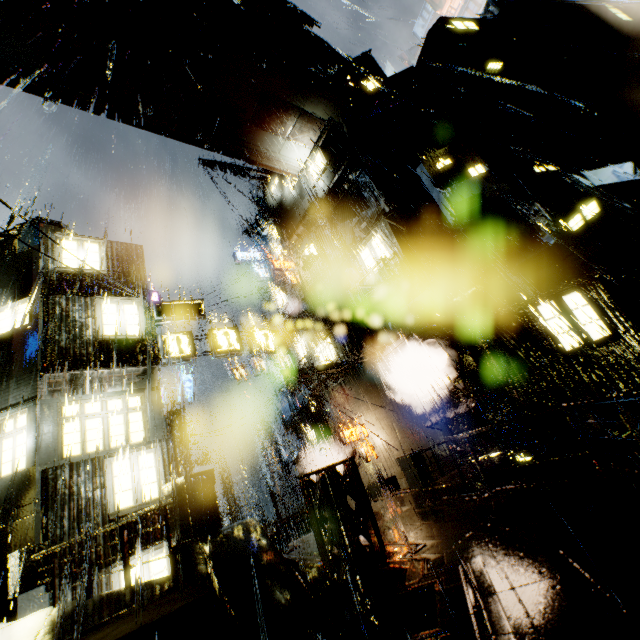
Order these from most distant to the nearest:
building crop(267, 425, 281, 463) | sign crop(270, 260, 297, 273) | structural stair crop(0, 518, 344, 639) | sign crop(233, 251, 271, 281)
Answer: building crop(267, 425, 281, 463) → sign crop(233, 251, 271, 281) → sign crop(270, 260, 297, 273) → structural stair crop(0, 518, 344, 639)

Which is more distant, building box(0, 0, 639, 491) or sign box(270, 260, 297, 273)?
sign box(270, 260, 297, 273)

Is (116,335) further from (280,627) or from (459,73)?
(459,73)

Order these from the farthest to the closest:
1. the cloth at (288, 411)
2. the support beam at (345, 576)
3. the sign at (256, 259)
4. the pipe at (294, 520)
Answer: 1. the sign at (256, 259)
2. the cloth at (288, 411)
3. the pipe at (294, 520)
4. the support beam at (345, 576)

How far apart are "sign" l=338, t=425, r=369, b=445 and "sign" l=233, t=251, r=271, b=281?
17.8 meters

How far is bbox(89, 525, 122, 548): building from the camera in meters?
9.3

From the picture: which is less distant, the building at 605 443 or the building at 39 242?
the building at 605 443

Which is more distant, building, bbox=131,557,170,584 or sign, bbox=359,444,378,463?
sign, bbox=359,444,378,463
